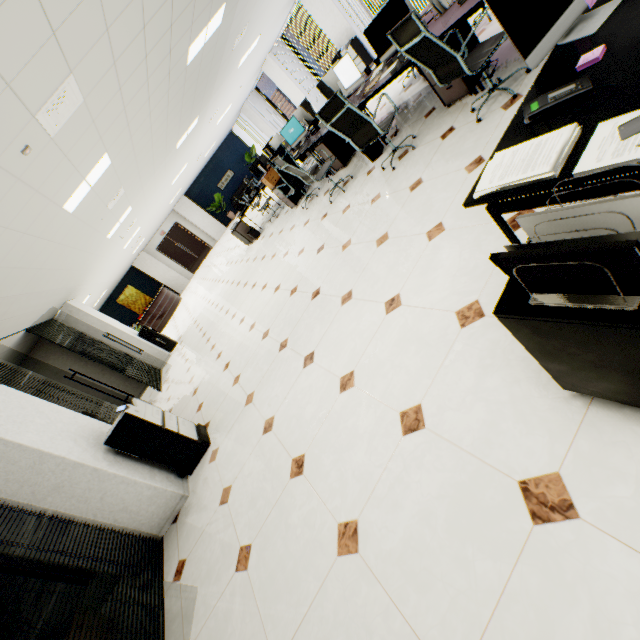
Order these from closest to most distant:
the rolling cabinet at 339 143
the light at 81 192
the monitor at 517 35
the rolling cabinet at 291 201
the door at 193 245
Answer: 1. the monitor at 517 35
2. the light at 81 192
3. the rolling cabinet at 339 143
4. the rolling cabinet at 291 201
5. the door at 193 245

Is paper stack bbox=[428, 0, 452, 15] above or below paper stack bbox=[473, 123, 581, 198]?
above

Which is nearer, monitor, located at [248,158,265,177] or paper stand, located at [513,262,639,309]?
paper stand, located at [513,262,639,309]

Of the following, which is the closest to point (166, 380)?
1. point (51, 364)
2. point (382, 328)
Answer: point (51, 364)

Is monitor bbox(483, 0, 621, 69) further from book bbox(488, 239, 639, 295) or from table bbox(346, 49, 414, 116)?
book bbox(488, 239, 639, 295)

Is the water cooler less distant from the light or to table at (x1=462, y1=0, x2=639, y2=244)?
table at (x1=462, y1=0, x2=639, y2=244)

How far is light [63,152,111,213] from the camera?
4.5m

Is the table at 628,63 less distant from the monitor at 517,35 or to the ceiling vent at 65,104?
the monitor at 517,35
